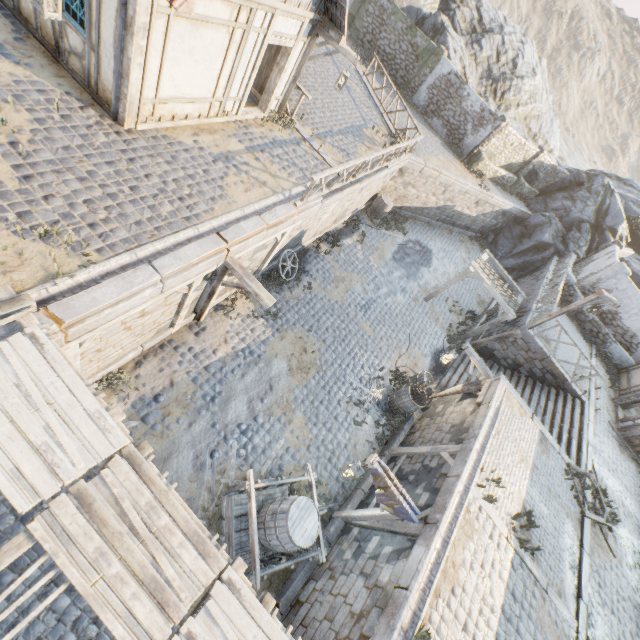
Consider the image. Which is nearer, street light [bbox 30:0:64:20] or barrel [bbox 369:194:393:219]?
street light [bbox 30:0:64:20]

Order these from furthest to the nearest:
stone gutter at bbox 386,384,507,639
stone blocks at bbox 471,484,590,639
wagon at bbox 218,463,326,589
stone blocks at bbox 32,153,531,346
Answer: stone blocks at bbox 471,484,590,639 → wagon at bbox 218,463,326,589 → stone gutter at bbox 386,384,507,639 → stone blocks at bbox 32,153,531,346

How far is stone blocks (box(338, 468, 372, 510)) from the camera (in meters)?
9.03

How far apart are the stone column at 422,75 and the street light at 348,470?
24.4 meters

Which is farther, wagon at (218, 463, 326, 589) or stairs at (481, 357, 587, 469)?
stairs at (481, 357, 587, 469)

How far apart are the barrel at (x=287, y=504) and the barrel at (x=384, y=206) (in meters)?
15.29

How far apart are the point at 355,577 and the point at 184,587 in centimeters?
443cm

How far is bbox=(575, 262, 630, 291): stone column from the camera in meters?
17.1
